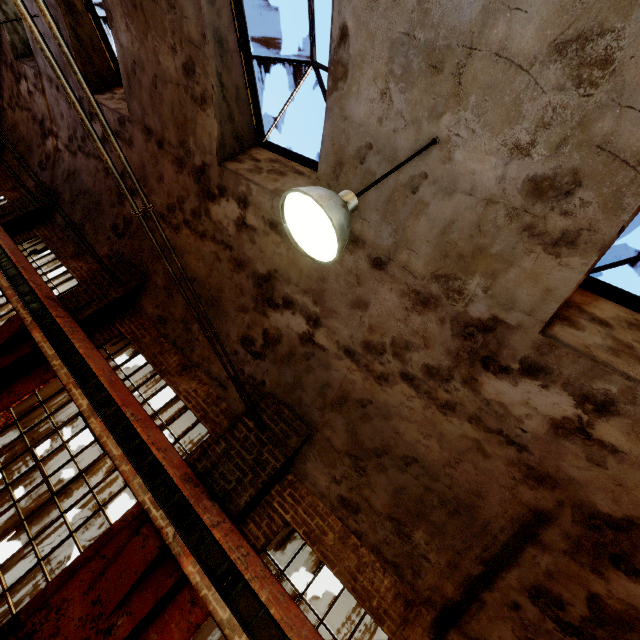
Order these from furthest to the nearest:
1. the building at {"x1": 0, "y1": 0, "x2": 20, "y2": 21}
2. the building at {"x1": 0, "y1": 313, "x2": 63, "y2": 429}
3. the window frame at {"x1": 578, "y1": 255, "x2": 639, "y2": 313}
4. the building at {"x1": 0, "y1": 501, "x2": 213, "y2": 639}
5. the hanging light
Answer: the building at {"x1": 0, "y1": 0, "x2": 20, "y2": 21} → the building at {"x1": 0, "y1": 313, "x2": 63, "y2": 429} → the building at {"x1": 0, "y1": 501, "x2": 213, "y2": 639} → the window frame at {"x1": 578, "y1": 255, "x2": 639, "y2": 313} → the hanging light

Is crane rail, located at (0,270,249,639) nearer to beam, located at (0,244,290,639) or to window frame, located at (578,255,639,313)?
beam, located at (0,244,290,639)

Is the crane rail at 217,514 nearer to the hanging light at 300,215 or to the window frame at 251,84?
the hanging light at 300,215

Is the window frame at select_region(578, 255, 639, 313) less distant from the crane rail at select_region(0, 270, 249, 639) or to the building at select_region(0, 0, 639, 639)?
the building at select_region(0, 0, 639, 639)

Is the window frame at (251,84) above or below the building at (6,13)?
above

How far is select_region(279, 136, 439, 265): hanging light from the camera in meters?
2.0

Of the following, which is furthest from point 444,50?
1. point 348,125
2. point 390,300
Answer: point 390,300

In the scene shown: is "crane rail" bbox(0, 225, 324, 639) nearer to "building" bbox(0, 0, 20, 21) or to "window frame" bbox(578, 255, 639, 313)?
"building" bbox(0, 0, 20, 21)
